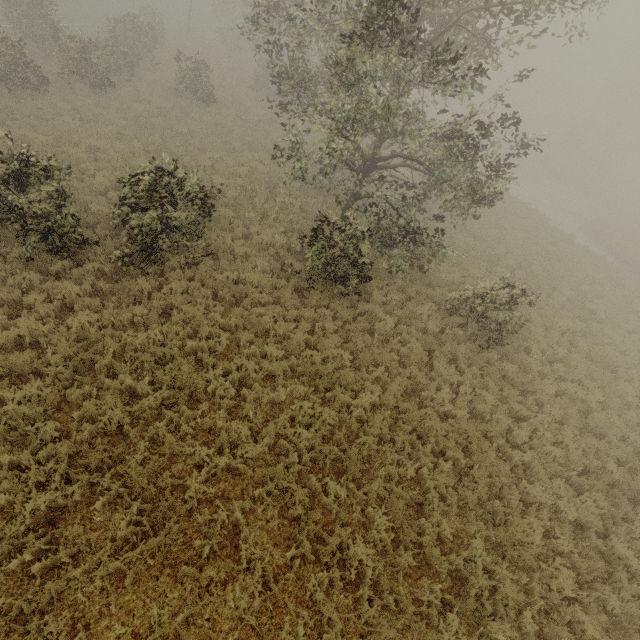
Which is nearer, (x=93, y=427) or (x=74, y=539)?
(x=74, y=539)
